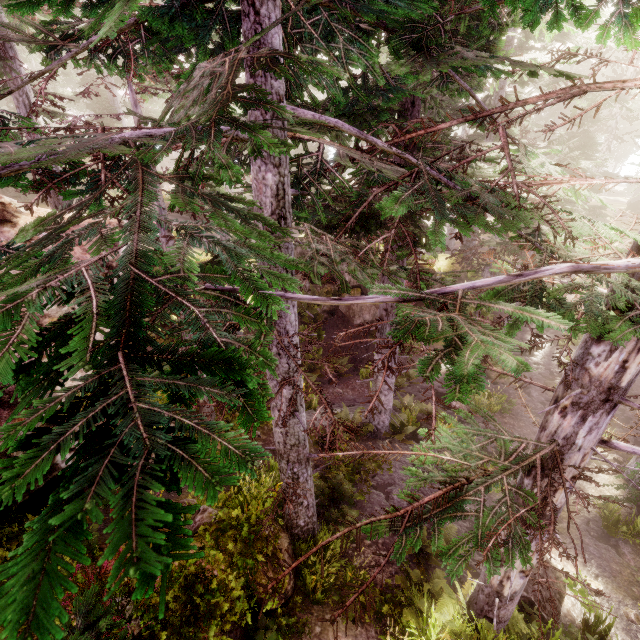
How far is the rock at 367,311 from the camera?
19.5 meters

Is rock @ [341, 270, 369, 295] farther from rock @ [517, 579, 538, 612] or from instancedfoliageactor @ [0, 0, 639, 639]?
rock @ [517, 579, 538, 612]

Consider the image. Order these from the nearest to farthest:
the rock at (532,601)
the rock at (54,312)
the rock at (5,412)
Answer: the rock at (5,412), the rock at (54,312), the rock at (532,601)

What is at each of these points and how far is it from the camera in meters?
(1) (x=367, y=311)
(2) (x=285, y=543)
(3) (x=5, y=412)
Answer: (1) rock, 19.5 m
(2) rock, 7.2 m
(3) rock, 4.4 m

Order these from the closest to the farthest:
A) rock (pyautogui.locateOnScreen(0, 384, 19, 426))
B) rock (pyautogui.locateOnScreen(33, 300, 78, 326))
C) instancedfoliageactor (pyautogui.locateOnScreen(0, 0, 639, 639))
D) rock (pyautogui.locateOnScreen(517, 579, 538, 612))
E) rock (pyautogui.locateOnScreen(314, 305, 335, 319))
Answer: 1. instancedfoliageactor (pyautogui.locateOnScreen(0, 0, 639, 639))
2. rock (pyautogui.locateOnScreen(0, 384, 19, 426))
3. rock (pyautogui.locateOnScreen(33, 300, 78, 326))
4. rock (pyautogui.locateOnScreen(517, 579, 538, 612))
5. rock (pyautogui.locateOnScreen(314, 305, 335, 319))

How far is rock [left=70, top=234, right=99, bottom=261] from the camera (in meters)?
7.06

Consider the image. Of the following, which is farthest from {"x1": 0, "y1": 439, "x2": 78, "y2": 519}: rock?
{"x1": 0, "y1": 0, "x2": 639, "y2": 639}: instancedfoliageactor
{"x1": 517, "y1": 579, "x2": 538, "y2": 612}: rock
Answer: {"x1": 517, "y1": 579, "x2": 538, "y2": 612}: rock
